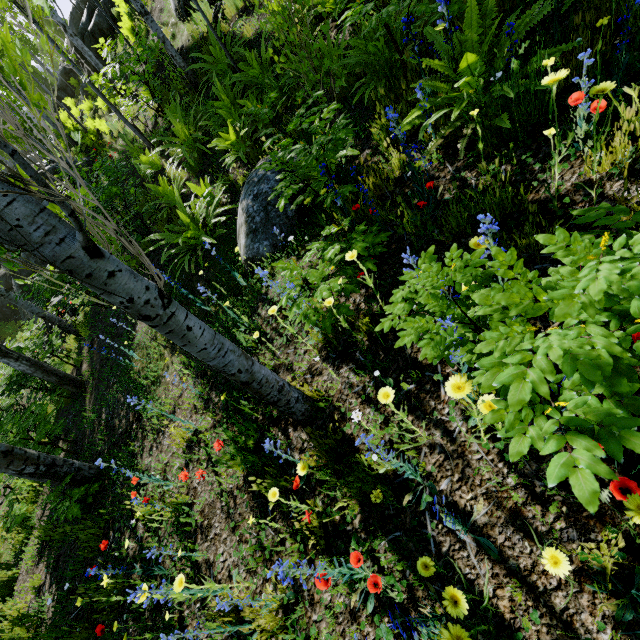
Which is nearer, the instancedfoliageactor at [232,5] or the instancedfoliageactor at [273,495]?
the instancedfoliageactor at [273,495]

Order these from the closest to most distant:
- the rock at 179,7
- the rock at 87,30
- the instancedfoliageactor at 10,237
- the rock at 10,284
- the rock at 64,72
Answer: the instancedfoliageactor at 10,237 < the rock at 179,7 < the rock at 87,30 < the rock at 10,284 < the rock at 64,72

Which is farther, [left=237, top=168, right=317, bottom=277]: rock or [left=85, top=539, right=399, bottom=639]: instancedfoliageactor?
[left=237, top=168, right=317, bottom=277]: rock

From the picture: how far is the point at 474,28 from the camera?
2.2 meters

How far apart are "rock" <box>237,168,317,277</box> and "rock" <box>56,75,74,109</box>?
24.88m

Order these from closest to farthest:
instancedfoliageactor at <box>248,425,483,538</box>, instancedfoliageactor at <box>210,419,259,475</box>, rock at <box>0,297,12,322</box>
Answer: instancedfoliageactor at <box>248,425,483,538</box>, instancedfoliageactor at <box>210,419,259,475</box>, rock at <box>0,297,12,322</box>

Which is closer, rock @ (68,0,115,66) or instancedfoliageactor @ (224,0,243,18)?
instancedfoliageactor @ (224,0,243,18)
